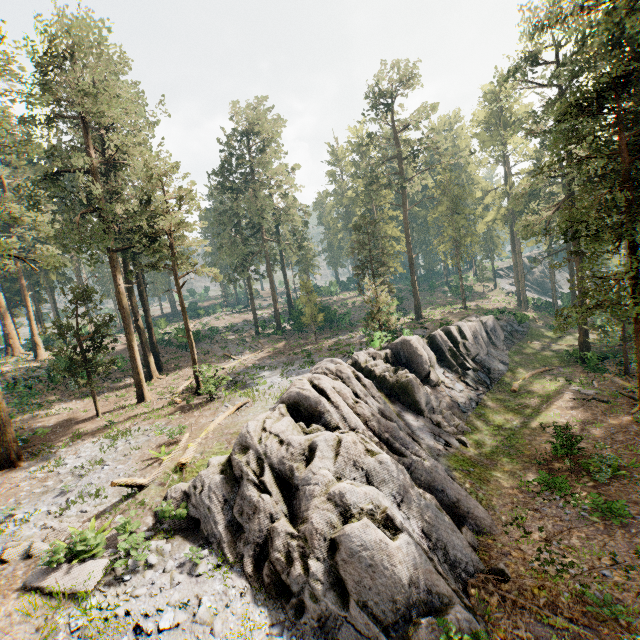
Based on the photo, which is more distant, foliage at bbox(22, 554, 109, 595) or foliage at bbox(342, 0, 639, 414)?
foliage at bbox(342, 0, 639, 414)

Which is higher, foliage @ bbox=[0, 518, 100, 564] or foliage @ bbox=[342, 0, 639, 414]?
foliage @ bbox=[342, 0, 639, 414]

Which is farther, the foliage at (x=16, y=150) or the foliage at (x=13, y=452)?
the foliage at (x=16, y=150)

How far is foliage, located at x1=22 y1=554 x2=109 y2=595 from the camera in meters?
8.9

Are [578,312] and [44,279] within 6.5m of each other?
no
